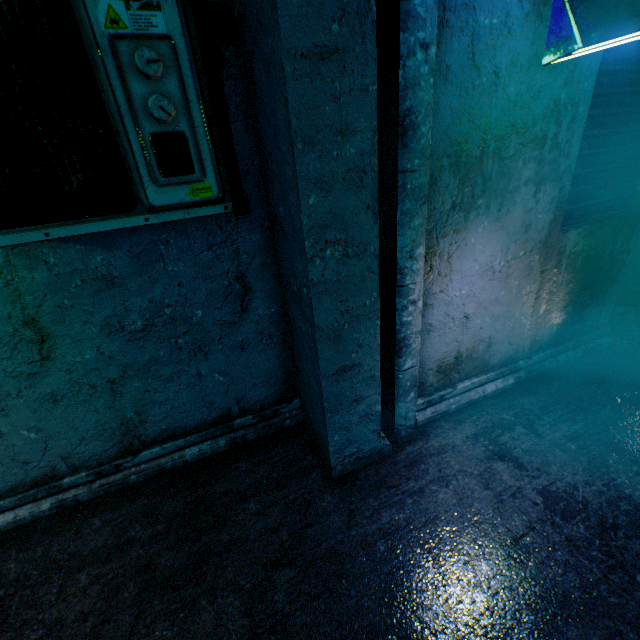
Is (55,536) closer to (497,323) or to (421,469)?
(421,469)

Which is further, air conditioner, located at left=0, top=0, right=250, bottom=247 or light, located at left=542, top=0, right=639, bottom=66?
light, located at left=542, top=0, right=639, bottom=66

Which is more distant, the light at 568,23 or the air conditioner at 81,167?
the light at 568,23
